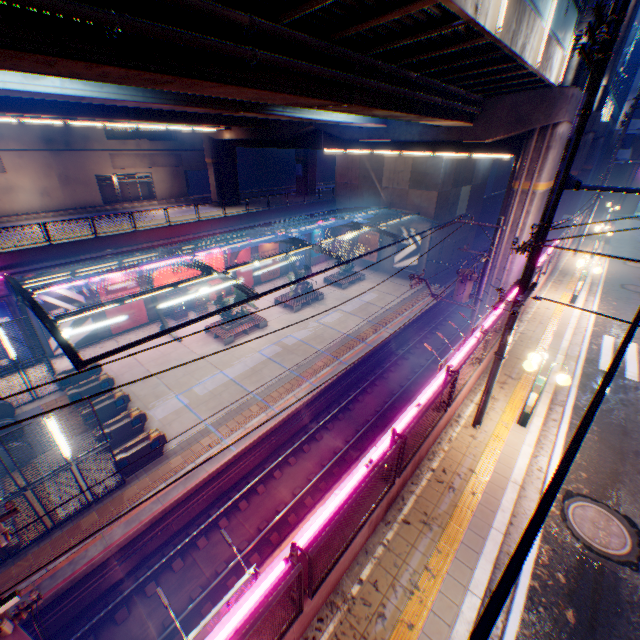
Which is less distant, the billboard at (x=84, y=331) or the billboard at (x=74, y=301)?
the billboard at (x=74, y=301)

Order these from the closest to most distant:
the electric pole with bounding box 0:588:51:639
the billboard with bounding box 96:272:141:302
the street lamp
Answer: the electric pole with bounding box 0:588:51:639 → the street lamp → the billboard with bounding box 96:272:141:302

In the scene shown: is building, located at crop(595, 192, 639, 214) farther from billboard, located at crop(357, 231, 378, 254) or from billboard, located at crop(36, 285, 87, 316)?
billboard, located at crop(36, 285, 87, 316)

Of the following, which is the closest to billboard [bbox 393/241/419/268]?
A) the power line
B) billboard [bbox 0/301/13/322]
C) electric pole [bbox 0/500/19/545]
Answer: the power line

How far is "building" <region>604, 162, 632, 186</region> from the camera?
36.8 meters

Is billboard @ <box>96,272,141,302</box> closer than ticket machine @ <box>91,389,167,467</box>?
No

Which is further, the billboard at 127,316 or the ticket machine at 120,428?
the billboard at 127,316

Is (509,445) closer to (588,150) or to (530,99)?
(530,99)
